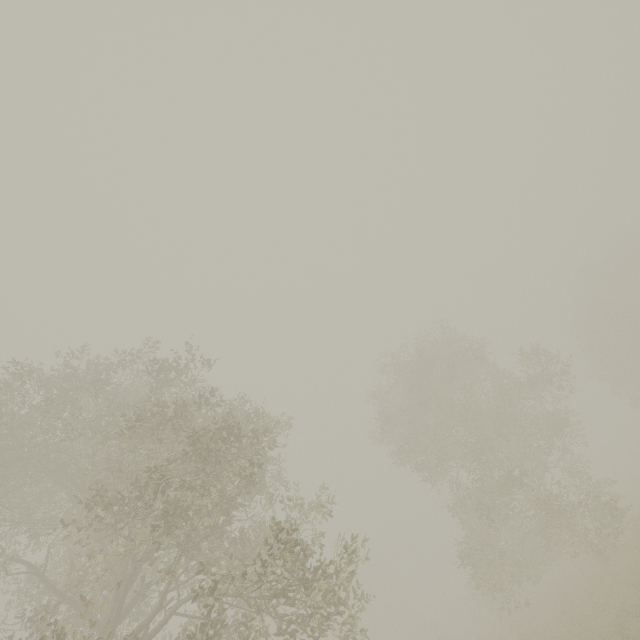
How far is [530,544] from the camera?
21.2 meters
